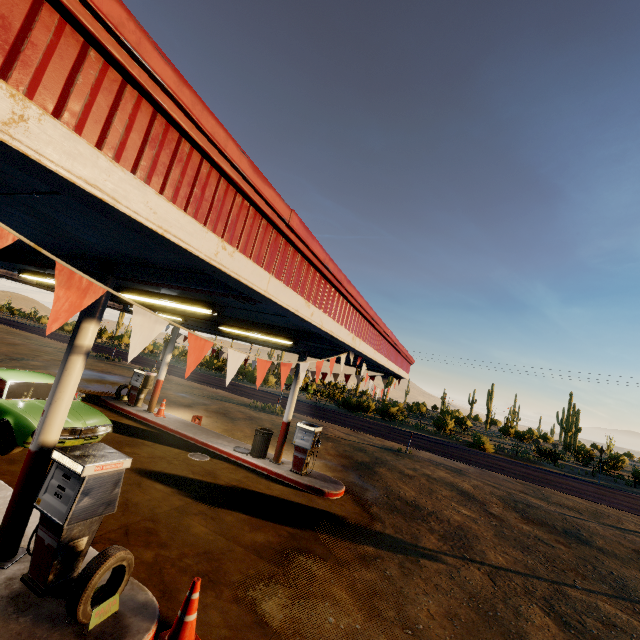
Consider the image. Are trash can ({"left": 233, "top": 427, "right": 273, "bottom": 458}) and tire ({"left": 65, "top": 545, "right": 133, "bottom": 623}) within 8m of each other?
yes

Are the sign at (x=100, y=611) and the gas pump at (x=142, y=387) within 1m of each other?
no

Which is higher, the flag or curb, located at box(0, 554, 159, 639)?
the flag

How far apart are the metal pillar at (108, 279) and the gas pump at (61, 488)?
0.20m

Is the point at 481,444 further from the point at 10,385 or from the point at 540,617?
the point at 10,385

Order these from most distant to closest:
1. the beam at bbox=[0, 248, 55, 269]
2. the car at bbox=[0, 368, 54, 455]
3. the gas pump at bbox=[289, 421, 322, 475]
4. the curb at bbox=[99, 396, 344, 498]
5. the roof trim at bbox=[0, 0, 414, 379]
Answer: the gas pump at bbox=[289, 421, 322, 475]
the curb at bbox=[99, 396, 344, 498]
the car at bbox=[0, 368, 54, 455]
the beam at bbox=[0, 248, 55, 269]
the roof trim at bbox=[0, 0, 414, 379]

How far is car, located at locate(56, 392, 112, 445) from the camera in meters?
7.6 m

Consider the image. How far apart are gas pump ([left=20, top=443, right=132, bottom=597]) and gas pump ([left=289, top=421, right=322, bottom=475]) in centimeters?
650cm
